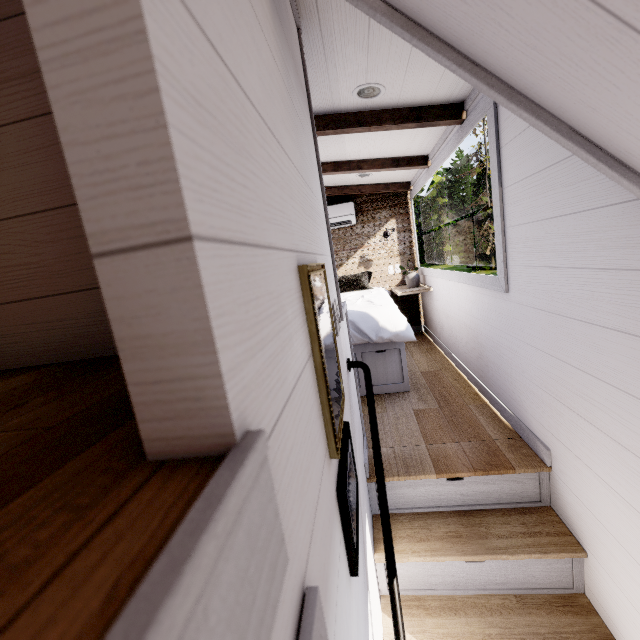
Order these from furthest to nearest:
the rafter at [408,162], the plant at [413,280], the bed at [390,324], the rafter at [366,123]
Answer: the plant at [413,280], the rafter at [408,162], the bed at [390,324], the rafter at [366,123]

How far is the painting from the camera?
0.7 meters

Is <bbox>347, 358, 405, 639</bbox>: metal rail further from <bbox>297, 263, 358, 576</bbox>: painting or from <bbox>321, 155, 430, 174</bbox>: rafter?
<bbox>321, 155, 430, 174</bbox>: rafter

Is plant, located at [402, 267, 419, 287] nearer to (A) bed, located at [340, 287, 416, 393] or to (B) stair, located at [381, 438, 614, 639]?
(A) bed, located at [340, 287, 416, 393]

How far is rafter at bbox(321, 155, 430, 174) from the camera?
3.3 meters

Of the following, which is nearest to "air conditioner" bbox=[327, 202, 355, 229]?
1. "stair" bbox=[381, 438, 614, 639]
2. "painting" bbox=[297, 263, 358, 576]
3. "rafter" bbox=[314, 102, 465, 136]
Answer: "rafter" bbox=[314, 102, 465, 136]

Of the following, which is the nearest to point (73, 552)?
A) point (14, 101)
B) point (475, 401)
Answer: point (14, 101)

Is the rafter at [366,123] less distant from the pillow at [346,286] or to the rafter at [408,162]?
the rafter at [408,162]
